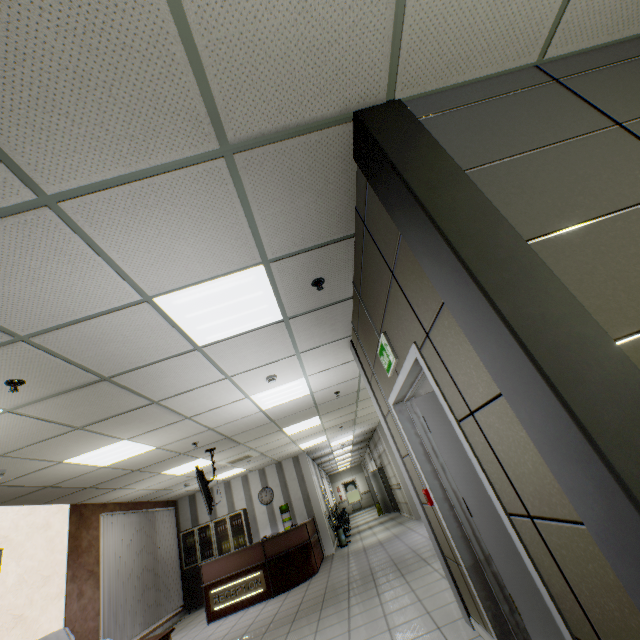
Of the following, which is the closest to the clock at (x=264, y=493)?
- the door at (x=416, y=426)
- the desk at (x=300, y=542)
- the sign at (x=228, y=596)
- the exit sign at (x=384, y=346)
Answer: the desk at (x=300, y=542)

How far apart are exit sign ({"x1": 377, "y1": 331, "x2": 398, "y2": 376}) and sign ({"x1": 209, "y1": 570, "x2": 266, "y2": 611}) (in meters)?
→ 7.63

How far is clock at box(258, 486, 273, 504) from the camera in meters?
11.5 m

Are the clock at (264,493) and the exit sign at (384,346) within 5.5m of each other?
no

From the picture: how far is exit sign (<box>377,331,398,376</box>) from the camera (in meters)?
2.73

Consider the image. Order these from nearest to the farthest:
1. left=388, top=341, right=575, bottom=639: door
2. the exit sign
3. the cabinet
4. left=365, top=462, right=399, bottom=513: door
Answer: left=388, top=341, right=575, bottom=639: door < the exit sign < the cabinet < left=365, top=462, right=399, bottom=513: door

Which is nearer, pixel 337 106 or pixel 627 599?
pixel 627 599

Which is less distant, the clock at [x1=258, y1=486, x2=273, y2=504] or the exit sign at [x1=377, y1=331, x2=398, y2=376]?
the exit sign at [x1=377, y1=331, x2=398, y2=376]
